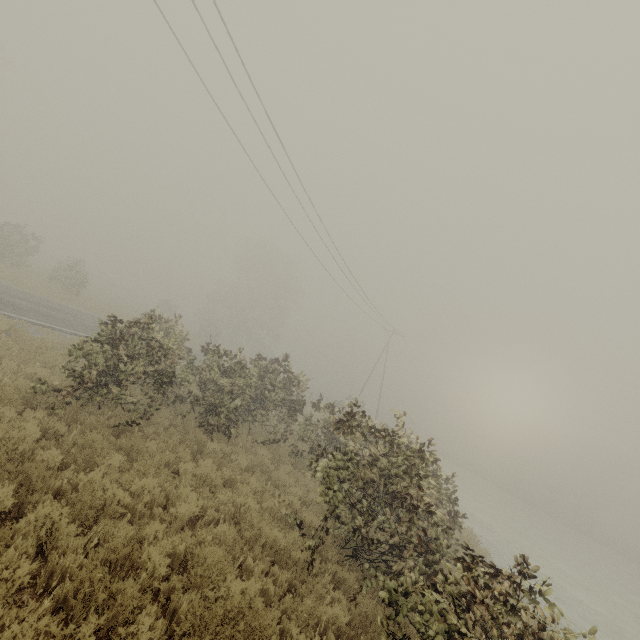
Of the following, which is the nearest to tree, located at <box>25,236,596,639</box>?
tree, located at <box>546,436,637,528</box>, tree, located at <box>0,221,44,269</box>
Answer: tree, located at <box>0,221,44,269</box>

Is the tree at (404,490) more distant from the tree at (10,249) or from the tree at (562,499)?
the tree at (562,499)

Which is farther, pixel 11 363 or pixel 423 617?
pixel 11 363

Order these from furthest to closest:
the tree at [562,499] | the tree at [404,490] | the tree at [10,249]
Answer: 1. the tree at [562,499]
2. the tree at [10,249]
3. the tree at [404,490]

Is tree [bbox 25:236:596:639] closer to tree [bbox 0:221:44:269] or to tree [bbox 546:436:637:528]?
tree [bbox 0:221:44:269]

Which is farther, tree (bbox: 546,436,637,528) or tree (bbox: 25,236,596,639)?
tree (bbox: 546,436,637,528)

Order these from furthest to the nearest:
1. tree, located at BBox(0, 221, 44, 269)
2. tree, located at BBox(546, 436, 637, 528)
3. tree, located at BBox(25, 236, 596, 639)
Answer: tree, located at BBox(546, 436, 637, 528) → tree, located at BBox(0, 221, 44, 269) → tree, located at BBox(25, 236, 596, 639)
